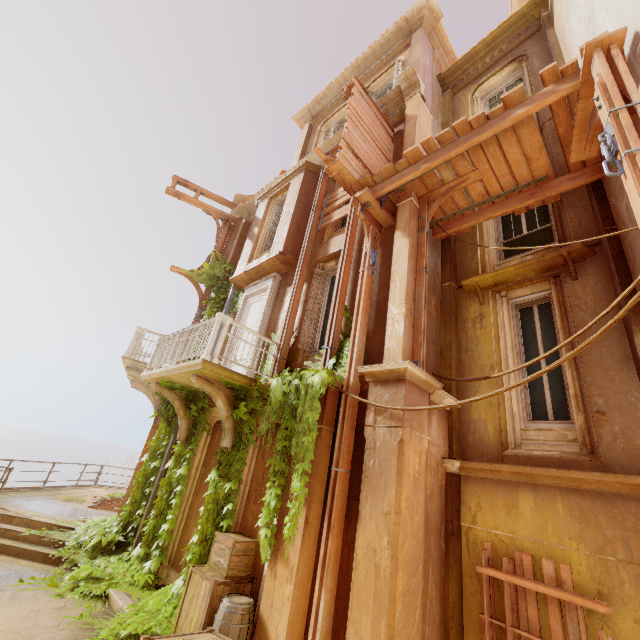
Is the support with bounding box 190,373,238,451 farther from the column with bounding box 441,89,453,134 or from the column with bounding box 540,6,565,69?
the column with bounding box 540,6,565,69

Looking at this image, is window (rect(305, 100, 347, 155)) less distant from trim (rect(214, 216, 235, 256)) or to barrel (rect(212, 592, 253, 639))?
trim (rect(214, 216, 235, 256))

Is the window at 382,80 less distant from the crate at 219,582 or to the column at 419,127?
the column at 419,127

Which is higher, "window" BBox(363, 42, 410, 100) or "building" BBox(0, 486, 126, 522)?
"window" BBox(363, 42, 410, 100)

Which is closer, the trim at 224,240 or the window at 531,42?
the window at 531,42

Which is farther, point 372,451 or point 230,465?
point 230,465

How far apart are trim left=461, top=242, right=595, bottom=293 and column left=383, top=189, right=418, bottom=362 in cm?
131

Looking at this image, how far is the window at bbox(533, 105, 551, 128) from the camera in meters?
7.6
